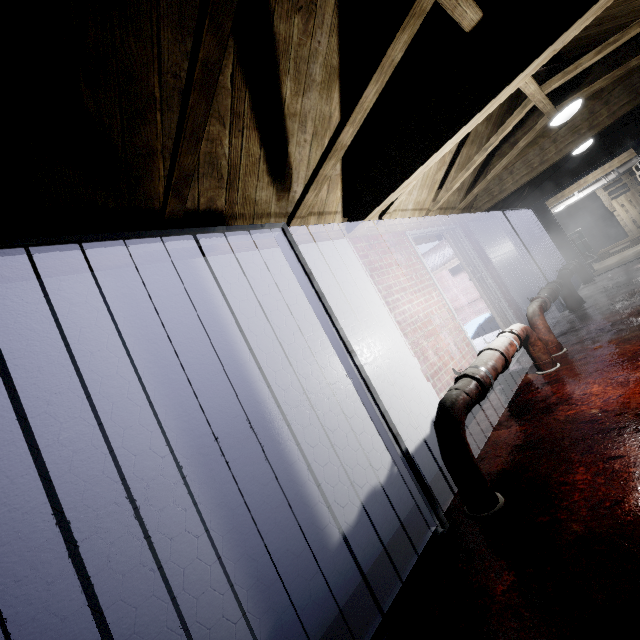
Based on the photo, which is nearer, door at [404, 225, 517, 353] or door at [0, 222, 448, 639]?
door at [0, 222, 448, 639]

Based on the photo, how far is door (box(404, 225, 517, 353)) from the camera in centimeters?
362cm

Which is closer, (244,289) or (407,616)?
(407,616)

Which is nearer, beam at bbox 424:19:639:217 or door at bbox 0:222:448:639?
door at bbox 0:222:448:639

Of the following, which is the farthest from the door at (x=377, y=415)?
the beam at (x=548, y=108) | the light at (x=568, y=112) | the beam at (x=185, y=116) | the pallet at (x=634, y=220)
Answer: the pallet at (x=634, y=220)

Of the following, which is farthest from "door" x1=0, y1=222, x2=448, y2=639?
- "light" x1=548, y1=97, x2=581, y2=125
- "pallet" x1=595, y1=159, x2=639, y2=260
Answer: "pallet" x1=595, y1=159, x2=639, y2=260

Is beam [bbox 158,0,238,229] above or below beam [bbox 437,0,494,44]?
below

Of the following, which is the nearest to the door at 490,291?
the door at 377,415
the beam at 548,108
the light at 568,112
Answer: the beam at 548,108
